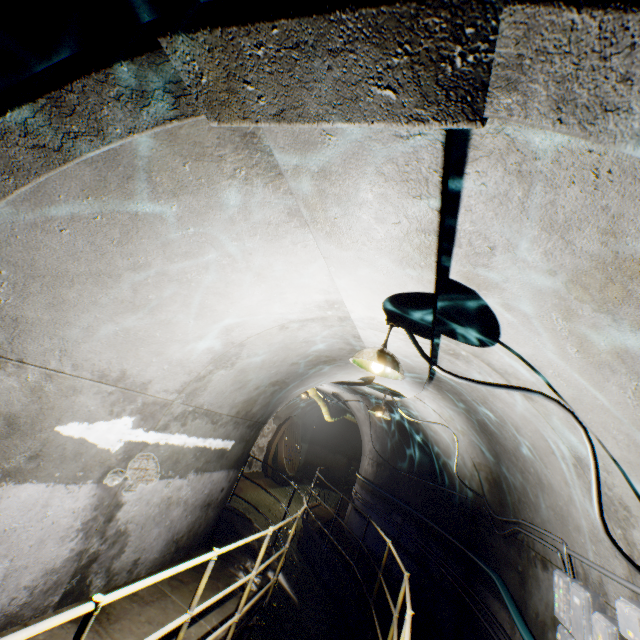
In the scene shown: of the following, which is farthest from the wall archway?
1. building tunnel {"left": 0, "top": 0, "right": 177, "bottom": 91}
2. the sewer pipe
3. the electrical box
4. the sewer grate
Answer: the sewer grate

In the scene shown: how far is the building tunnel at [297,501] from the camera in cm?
1322

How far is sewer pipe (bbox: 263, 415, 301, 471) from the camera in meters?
14.4 m

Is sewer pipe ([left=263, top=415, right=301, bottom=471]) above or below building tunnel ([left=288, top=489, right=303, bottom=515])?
above

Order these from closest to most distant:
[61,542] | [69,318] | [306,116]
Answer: [306,116], [69,318], [61,542]

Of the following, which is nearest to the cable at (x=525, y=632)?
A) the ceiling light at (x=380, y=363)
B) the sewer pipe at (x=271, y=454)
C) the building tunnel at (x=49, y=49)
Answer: the building tunnel at (x=49, y=49)

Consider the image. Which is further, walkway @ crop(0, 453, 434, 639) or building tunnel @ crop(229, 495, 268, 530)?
building tunnel @ crop(229, 495, 268, 530)

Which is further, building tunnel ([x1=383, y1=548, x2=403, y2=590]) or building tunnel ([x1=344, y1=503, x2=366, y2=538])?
building tunnel ([x1=344, y1=503, x2=366, y2=538])
